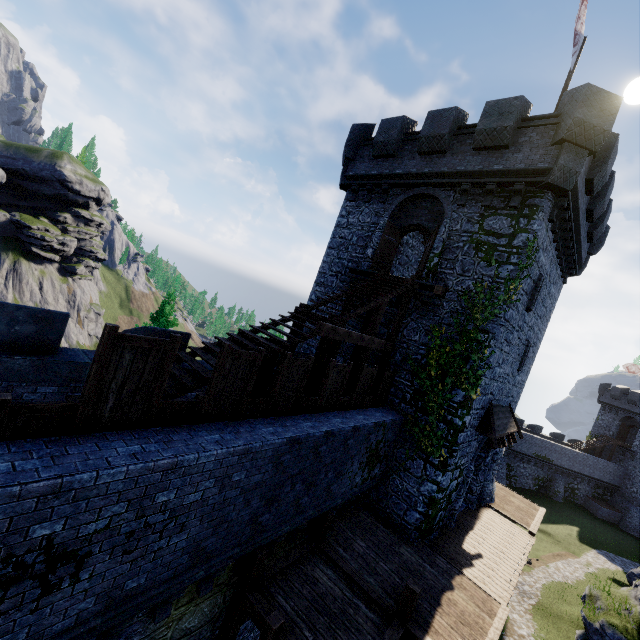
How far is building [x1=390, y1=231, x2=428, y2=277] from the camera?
17.2m

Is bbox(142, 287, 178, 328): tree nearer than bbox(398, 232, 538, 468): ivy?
No

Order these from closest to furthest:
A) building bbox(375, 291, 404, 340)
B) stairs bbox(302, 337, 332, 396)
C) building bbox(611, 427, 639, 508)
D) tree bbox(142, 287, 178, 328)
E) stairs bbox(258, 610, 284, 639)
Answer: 1. stairs bbox(258, 610, 284, 639)
2. stairs bbox(302, 337, 332, 396)
3. building bbox(375, 291, 404, 340)
4. tree bbox(142, 287, 178, 328)
5. building bbox(611, 427, 639, 508)

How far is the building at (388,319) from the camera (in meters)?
14.31

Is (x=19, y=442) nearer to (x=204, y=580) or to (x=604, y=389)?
(x=204, y=580)

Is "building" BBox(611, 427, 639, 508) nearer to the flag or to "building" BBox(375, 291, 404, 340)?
"building" BBox(375, 291, 404, 340)

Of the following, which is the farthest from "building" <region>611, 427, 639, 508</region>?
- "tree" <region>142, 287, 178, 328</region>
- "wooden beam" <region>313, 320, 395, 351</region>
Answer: "tree" <region>142, 287, 178, 328</region>

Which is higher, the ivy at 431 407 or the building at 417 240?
the building at 417 240
